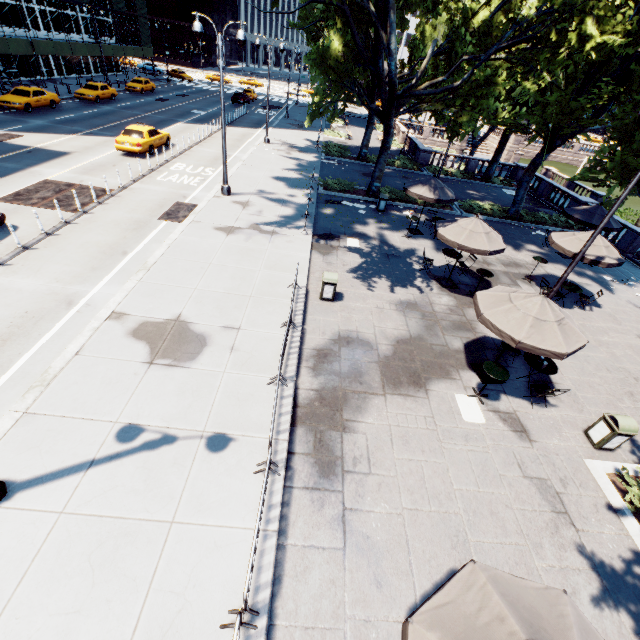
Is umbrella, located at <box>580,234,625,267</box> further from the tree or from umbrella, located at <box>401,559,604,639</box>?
umbrella, located at <box>401,559,604,639</box>

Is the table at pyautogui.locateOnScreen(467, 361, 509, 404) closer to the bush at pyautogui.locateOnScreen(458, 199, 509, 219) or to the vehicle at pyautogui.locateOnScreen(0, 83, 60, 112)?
the bush at pyautogui.locateOnScreen(458, 199, 509, 219)

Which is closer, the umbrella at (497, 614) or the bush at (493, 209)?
the umbrella at (497, 614)

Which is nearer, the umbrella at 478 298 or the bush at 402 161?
the umbrella at 478 298

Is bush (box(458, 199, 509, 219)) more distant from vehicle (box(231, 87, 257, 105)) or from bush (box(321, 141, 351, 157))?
vehicle (box(231, 87, 257, 105))

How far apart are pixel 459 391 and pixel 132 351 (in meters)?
9.19

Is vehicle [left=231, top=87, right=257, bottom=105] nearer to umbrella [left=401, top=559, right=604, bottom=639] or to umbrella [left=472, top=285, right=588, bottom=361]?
umbrella [left=472, top=285, right=588, bottom=361]

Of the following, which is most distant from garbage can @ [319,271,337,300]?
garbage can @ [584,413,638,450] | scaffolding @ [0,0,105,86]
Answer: scaffolding @ [0,0,105,86]
